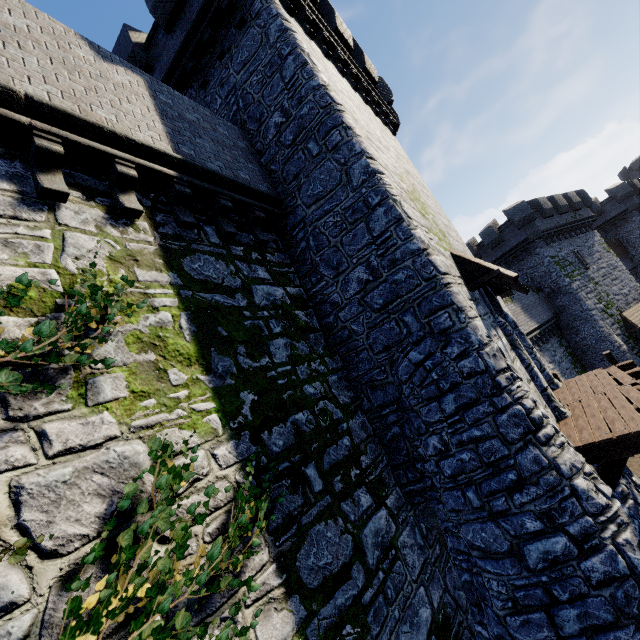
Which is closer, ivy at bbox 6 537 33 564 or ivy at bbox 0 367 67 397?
ivy at bbox 6 537 33 564

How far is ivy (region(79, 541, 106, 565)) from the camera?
2.6m

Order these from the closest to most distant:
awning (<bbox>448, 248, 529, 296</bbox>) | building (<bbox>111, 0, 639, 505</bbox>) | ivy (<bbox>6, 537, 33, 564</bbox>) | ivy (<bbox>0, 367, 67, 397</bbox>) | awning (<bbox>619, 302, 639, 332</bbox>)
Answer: ivy (<bbox>6, 537, 33, 564</bbox>), ivy (<bbox>0, 367, 67, 397</bbox>), building (<bbox>111, 0, 639, 505</bbox>), awning (<bbox>448, 248, 529, 296</bbox>), awning (<bbox>619, 302, 639, 332</bbox>)

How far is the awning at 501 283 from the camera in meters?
7.5

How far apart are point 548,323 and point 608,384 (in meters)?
17.73

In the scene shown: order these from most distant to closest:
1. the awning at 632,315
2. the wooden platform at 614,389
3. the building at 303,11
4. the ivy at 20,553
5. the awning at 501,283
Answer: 1. the awning at 632,315
2. the awning at 501,283
3. the building at 303,11
4. the wooden platform at 614,389
5. the ivy at 20,553

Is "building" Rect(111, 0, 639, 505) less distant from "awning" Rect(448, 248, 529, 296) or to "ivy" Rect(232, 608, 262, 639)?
"awning" Rect(448, 248, 529, 296)

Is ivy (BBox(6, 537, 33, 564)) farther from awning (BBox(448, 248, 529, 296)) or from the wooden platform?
awning (BBox(448, 248, 529, 296))
